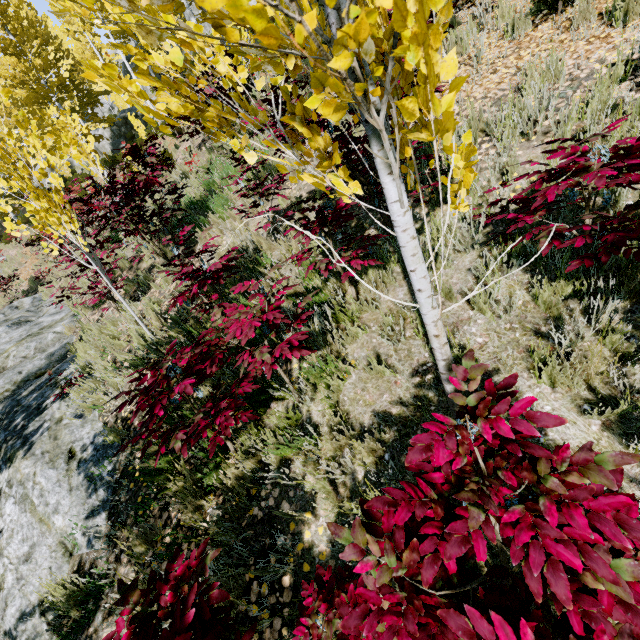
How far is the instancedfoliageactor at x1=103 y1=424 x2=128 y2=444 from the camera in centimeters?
396cm

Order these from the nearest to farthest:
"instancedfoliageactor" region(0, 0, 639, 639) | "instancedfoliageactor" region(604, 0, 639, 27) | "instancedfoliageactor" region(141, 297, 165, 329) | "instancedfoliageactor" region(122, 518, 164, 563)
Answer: "instancedfoliageactor" region(0, 0, 639, 639)
"instancedfoliageactor" region(122, 518, 164, 563)
"instancedfoliageactor" region(604, 0, 639, 27)
"instancedfoliageactor" region(141, 297, 165, 329)

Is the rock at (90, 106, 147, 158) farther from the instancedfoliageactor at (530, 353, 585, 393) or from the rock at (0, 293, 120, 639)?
the rock at (0, 293, 120, 639)

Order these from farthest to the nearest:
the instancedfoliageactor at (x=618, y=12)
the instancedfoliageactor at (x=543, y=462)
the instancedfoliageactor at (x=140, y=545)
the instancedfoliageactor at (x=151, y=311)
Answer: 1. the instancedfoliageactor at (x=151, y=311)
2. the instancedfoliageactor at (x=618, y=12)
3. the instancedfoliageactor at (x=140, y=545)
4. the instancedfoliageactor at (x=543, y=462)

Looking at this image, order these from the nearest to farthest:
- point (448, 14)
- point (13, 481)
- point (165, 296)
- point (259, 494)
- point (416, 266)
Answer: point (448, 14), point (416, 266), point (259, 494), point (13, 481), point (165, 296)

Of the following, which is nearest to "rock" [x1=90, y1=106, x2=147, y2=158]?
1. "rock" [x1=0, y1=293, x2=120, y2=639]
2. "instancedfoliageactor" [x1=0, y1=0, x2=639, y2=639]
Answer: "instancedfoliageactor" [x1=0, y1=0, x2=639, y2=639]

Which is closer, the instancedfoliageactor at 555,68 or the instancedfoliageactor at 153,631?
the instancedfoliageactor at 153,631

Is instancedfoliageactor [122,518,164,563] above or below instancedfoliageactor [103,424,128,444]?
below
